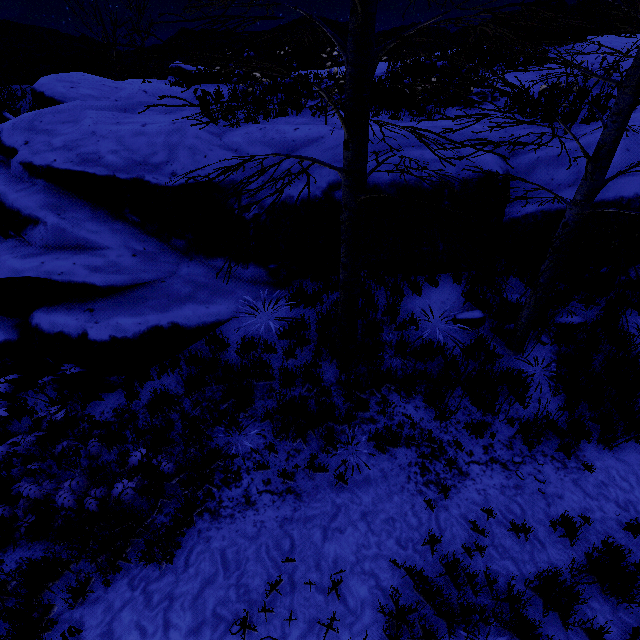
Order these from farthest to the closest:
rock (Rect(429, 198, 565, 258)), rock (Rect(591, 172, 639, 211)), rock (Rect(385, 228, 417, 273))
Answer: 1. rock (Rect(385, 228, 417, 273))
2. rock (Rect(429, 198, 565, 258))
3. rock (Rect(591, 172, 639, 211))

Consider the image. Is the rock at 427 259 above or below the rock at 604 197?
below

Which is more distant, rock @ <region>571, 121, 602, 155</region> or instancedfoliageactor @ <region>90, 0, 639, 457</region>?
rock @ <region>571, 121, 602, 155</region>

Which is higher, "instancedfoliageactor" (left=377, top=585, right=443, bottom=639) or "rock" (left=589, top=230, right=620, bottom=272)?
"rock" (left=589, top=230, right=620, bottom=272)

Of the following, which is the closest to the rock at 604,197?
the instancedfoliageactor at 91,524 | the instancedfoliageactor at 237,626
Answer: the instancedfoliageactor at 91,524

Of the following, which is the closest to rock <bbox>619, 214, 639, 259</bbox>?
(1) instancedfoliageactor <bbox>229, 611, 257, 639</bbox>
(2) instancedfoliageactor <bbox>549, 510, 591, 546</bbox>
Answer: (2) instancedfoliageactor <bbox>549, 510, 591, 546</bbox>

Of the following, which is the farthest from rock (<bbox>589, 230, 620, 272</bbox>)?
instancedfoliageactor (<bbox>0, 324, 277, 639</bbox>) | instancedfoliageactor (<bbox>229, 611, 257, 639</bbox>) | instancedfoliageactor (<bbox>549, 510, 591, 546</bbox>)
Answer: instancedfoliageactor (<bbox>229, 611, 257, 639</bbox>)

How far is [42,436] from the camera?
4.05m
